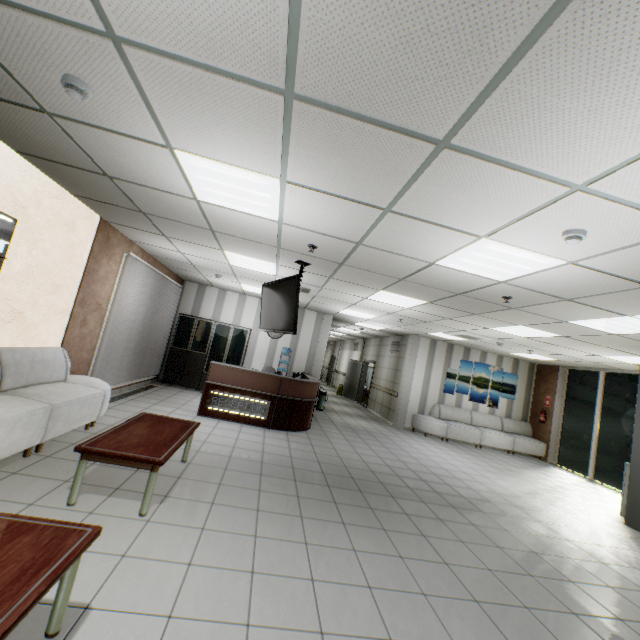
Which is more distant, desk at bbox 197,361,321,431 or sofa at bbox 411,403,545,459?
sofa at bbox 411,403,545,459

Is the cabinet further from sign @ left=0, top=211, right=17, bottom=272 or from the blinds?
sign @ left=0, top=211, right=17, bottom=272

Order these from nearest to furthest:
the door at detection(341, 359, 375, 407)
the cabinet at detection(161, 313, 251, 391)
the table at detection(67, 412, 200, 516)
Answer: the table at detection(67, 412, 200, 516), the cabinet at detection(161, 313, 251, 391), the door at detection(341, 359, 375, 407)

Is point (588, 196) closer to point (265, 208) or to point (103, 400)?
point (265, 208)

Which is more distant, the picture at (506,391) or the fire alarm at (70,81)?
the picture at (506,391)

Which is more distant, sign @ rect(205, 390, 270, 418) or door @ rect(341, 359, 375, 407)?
door @ rect(341, 359, 375, 407)

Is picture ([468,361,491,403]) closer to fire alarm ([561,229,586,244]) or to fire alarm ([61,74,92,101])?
fire alarm ([561,229,586,244])

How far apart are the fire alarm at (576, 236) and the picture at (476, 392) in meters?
9.3
